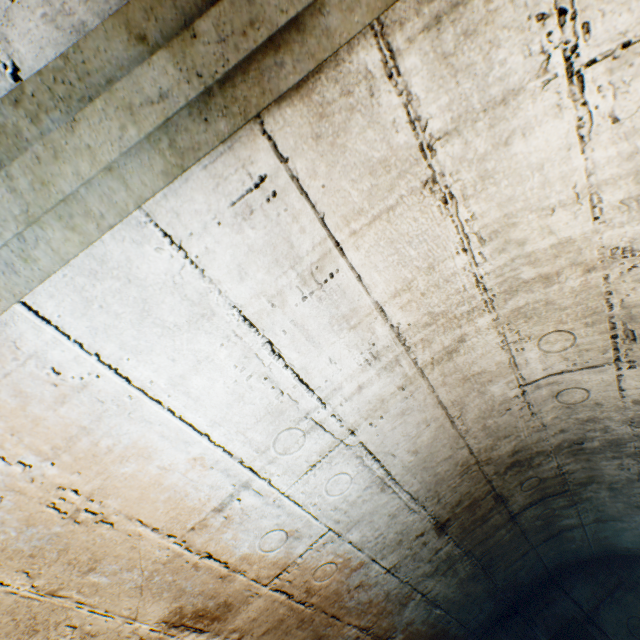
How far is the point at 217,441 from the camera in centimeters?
100cm
